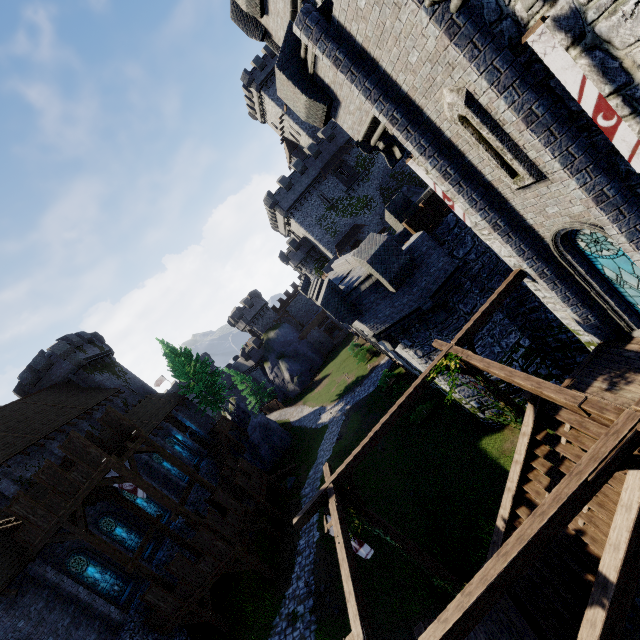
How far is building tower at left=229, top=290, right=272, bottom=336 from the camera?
57.53m

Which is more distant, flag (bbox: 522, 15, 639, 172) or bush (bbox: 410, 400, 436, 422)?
bush (bbox: 410, 400, 436, 422)

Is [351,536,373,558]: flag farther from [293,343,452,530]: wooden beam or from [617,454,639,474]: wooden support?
[617,454,639,474]: wooden support

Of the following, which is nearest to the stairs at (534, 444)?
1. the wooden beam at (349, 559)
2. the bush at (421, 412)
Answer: the wooden beam at (349, 559)

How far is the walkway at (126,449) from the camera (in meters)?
15.92

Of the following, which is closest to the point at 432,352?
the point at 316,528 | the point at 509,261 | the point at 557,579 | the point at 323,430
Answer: the point at 509,261

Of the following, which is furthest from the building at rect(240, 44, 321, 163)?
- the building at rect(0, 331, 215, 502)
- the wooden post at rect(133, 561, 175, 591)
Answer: the wooden post at rect(133, 561, 175, 591)

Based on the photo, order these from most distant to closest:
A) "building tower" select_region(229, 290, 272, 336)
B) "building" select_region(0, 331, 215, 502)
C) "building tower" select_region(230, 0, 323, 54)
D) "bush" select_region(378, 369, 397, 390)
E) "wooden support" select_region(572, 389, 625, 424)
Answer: "building tower" select_region(229, 290, 272, 336)
"bush" select_region(378, 369, 397, 390)
"building" select_region(0, 331, 215, 502)
"building tower" select_region(230, 0, 323, 54)
"wooden support" select_region(572, 389, 625, 424)
